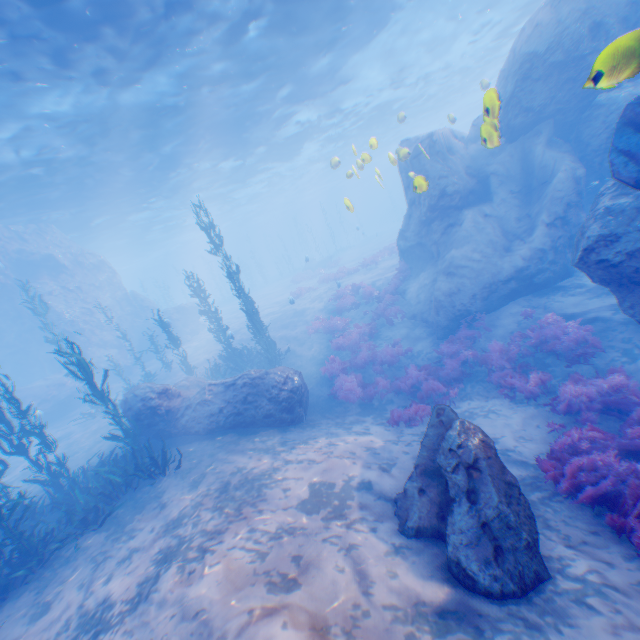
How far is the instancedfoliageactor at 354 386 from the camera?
9.6m

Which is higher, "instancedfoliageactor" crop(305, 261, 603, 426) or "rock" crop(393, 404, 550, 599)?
"rock" crop(393, 404, 550, 599)

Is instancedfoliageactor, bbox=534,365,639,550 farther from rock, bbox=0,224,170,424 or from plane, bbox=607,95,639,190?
plane, bbox=607,95,639,190

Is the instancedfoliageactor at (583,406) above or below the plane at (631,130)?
below

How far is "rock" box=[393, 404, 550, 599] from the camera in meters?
4.1 m

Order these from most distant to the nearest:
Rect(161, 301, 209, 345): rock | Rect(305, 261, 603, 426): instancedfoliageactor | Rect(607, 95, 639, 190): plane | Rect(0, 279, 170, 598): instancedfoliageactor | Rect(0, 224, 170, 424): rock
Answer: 1. Rect(161, 301, 209, 345): rock
2. Rect(0, 224, 170, 424): rock
3. Rect(305, 261, 603, 426): instancedfoliageactor
4. Rect(0, 279, 170, 598): instancedfoliageactor
5. Rect(607, 95, 639, 190): plane

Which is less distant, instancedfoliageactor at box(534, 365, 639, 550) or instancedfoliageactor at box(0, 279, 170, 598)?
instancedfoliageactor at box(534, 365, 639, 550)

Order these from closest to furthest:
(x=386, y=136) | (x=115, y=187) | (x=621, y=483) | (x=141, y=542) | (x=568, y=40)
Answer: (x=621, y=483), (x=141, y=542), (x=568, y=40), (x=115, y=187), (x=386, y=136)
